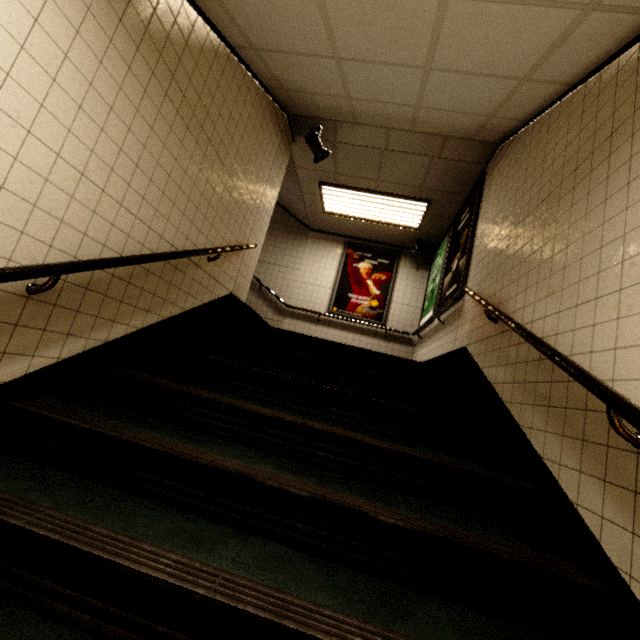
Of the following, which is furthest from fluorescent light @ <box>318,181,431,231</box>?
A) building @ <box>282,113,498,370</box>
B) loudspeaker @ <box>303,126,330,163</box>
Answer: loudspeaker @ <box>303,126,330,163</box>

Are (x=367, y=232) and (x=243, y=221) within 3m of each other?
no

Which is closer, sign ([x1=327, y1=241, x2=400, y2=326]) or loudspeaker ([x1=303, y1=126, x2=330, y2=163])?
loudspeaker ([x1=303, y1=126, x2=330, y2=163])

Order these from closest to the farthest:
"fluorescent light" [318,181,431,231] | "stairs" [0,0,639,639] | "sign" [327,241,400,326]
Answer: "stairs" [0,0,639,639], "fluorescent light" [318,181,431,231], "sign" [327,241,400,326]

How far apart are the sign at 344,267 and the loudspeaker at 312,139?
2.8 meters

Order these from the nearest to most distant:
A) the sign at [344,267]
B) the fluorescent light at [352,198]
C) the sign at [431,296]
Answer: the sign at [431,296], the fluorescent light at [352,198], the sign at [344,267]

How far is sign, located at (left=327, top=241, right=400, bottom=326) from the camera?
7.1m

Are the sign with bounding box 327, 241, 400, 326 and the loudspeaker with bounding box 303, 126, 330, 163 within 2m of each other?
no
